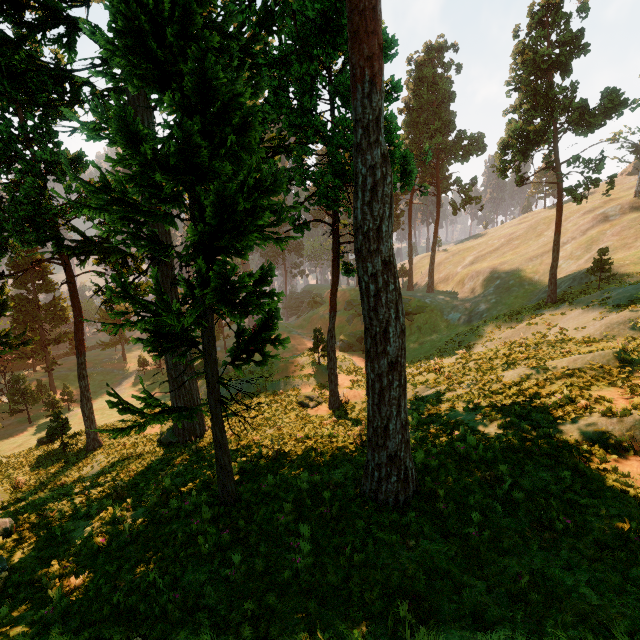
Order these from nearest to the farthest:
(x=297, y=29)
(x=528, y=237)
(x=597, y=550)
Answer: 1. (x=597, y=550)
2. (x=297, y=29)
3. (x=528, y=237)

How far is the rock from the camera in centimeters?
4744cm

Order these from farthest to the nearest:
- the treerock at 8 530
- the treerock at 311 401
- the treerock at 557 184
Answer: the treerock at 557 184 → the treerock at 311 401 → the treerock at 8 530

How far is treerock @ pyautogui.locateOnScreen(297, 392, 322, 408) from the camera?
21.2 meters

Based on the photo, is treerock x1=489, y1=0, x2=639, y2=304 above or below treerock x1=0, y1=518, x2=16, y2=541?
above

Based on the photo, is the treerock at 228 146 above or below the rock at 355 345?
above

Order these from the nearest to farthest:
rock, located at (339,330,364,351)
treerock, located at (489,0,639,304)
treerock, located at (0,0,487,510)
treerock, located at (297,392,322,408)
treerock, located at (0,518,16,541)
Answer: treerock, located at (0,0,487,510)
treerock, located at (0,518,16,541)
treerock, located at (297,392,322,408)
treerock, located at (489,0,639,304)
rock, located at (339,330,364,351)
